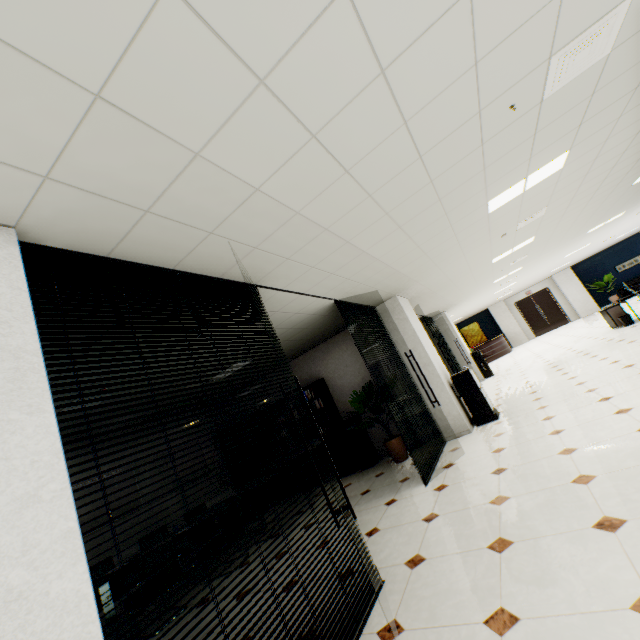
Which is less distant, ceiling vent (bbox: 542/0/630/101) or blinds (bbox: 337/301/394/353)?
ceiling vent (bbox: 542/0/630/101)

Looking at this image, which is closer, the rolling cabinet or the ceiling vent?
the ceiling vent

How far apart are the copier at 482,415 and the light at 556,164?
3.12m

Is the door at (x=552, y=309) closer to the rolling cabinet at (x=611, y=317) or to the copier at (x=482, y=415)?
the rolling cabinet at (x=611, y=317)

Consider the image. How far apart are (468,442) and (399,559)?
3.1 meters

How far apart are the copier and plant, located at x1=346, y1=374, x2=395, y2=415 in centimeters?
157cm

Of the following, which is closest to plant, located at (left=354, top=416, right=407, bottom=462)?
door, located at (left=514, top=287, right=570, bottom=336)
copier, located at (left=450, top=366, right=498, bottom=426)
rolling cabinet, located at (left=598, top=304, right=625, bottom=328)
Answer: copier, located at (left=450, top=366, right=498, bottom=426)

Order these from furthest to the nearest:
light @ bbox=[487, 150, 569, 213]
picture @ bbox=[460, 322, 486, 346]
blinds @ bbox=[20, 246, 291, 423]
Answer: picture @ bbox=[460, 322, 486, 346], light @ bbox=[487, 150, 569, 213], blinds @ bbox=[20, 246, 291, 423]
